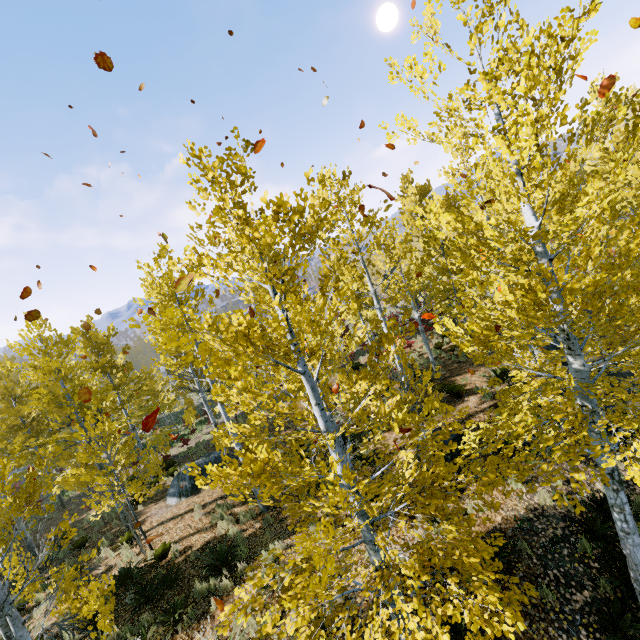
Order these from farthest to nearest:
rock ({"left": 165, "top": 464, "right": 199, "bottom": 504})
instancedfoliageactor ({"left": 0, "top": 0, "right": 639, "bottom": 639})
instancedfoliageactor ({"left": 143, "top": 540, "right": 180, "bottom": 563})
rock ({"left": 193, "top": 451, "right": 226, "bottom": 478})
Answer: rock ({"left": 193, "top": 451, "right": 226, "bottom": 478})
rock ({"left": 165, "top": 464, "right": 199, "bottom": 504})
instancedfoliageactor ({"left": 143, "top": 540, "right": 180, "bottom": 563})
instancedfoliageactor ({"left": 0, "top": 0, "right": 639, "bottom": 639})

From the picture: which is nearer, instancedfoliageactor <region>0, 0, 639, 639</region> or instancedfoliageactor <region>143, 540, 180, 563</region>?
instancedfoliageactor <region>0, 0, 639, 639</region>

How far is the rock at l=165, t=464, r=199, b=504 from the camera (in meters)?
14.03

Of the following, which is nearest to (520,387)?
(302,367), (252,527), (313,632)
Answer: (302,367)

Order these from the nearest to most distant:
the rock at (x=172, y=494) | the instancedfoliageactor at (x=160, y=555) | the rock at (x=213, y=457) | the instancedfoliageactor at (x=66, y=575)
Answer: the instancedfoliageactor at (x=66, y=575) < the instancedfoliageactor at (x=160, y=555) < the rock at (x=172, y=494) < the rock at (x=213, y=457)

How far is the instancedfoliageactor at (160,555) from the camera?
10.0m

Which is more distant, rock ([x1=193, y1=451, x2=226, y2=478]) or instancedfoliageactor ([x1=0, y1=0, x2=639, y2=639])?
rock ([x1=193, y1=451, x2=226, y2=478])

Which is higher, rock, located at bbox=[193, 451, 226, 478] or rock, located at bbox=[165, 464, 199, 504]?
rock, located at bbox=[193, 451, 226, 478]
